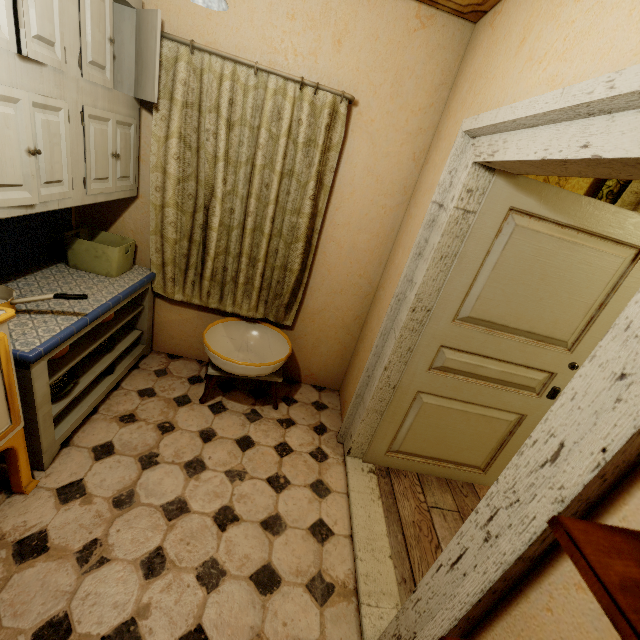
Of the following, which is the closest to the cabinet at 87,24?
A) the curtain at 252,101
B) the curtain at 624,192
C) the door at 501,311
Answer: the curtain at 252,101

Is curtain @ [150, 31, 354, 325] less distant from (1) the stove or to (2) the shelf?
(1) the stove

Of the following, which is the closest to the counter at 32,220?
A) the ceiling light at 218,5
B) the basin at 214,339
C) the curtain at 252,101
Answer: the curtain at 252,101

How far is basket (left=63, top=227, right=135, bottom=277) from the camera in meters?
2.2 m

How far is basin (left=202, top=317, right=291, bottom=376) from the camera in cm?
228

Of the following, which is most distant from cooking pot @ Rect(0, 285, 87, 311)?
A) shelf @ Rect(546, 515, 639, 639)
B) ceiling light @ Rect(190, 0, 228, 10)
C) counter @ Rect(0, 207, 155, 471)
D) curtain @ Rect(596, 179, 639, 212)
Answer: curtain @ Rect(596, 179, 639, 212)

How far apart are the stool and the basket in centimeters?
99cm

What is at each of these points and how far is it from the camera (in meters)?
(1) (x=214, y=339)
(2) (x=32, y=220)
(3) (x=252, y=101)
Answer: (1) basin, 2.57
(2) counter, 2.08
(3) curtain, 2.10
